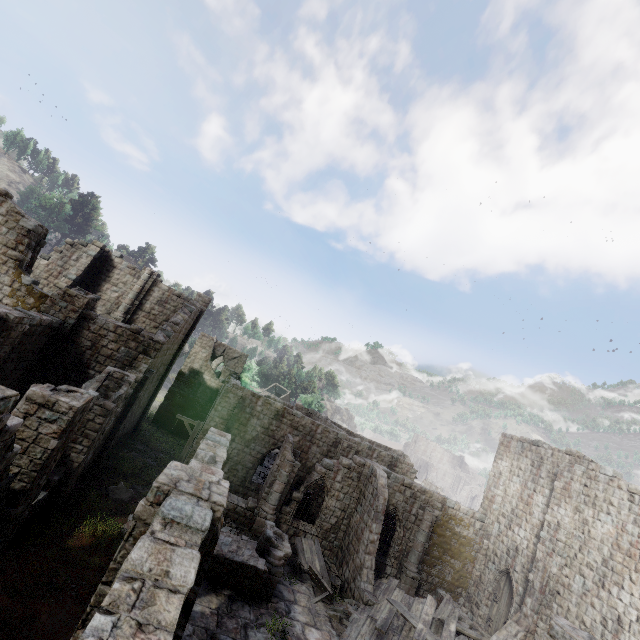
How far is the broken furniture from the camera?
15.51m

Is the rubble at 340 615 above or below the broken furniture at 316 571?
below

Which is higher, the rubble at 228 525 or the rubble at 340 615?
the rubble at 228 525

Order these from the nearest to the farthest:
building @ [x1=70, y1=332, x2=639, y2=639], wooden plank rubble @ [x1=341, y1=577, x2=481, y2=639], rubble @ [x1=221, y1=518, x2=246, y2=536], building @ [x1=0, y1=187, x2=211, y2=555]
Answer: building @ [x1=70, y1=332, x2=639, y2=639] → building @ [x1=0, y1=187, x2=211, y2=555] → wooden plank rubble @ [x1=341, y1=577, x2=481, y2=639] → rubble @ [x1=221, y1=518, x2=246, y2=536]

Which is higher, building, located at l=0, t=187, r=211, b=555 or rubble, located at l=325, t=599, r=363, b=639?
building, located at l=0, t=187, r=211, b=555

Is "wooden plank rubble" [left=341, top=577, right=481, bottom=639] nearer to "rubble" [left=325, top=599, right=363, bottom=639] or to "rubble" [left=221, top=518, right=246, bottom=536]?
"rubble" [left=325, top=599, right=363, bottom=639]

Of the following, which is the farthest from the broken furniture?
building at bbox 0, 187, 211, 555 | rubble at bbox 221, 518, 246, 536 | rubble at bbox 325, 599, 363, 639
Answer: rubble at bbox 221, 518, 246, 536

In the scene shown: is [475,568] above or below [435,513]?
below
